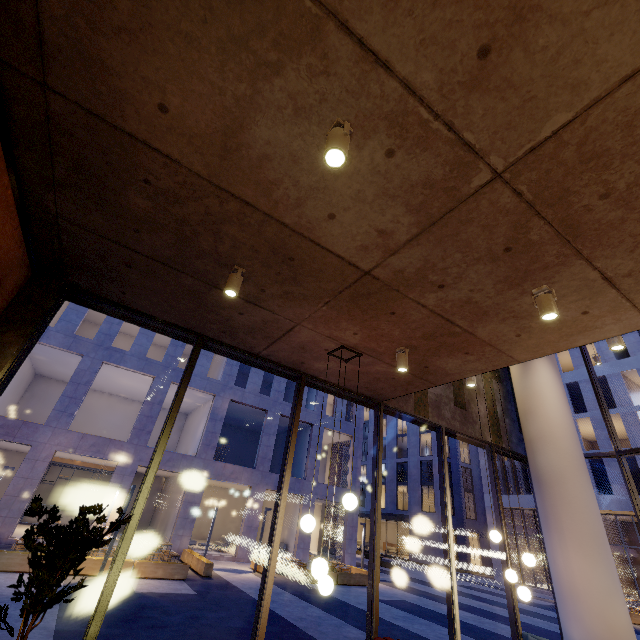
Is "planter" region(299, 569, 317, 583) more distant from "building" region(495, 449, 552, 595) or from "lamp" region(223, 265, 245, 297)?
"building" region(495, 449, 552, 595)

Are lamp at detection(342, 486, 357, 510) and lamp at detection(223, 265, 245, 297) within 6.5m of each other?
yes

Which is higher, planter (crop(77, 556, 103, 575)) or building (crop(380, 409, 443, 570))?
building (crop(380, 409, 443, 570))

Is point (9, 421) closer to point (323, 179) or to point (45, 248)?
point (45, 248)

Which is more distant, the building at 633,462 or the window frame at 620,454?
the building at 633,462

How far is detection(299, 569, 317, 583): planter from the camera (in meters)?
15.63

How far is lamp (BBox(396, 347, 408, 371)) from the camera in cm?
466

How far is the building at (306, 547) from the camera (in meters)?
22.23
